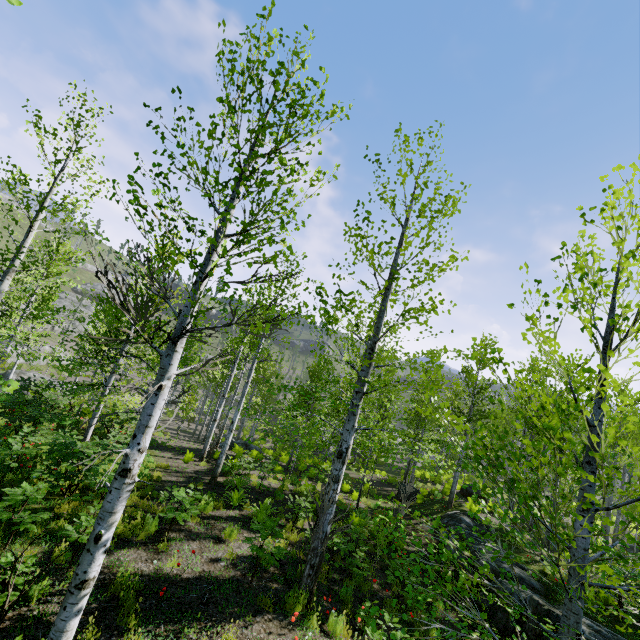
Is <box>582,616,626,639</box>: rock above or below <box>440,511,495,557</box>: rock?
above

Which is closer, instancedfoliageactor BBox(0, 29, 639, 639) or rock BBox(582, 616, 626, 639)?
instancedfoliageactor BBox(0, 29, 639, 639)

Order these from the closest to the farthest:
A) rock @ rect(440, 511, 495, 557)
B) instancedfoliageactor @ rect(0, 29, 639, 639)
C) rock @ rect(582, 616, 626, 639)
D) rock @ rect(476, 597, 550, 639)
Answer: instancedfoliageactor @ rect(0, 29, 639, 639) < rock @ rect(582, 616, 626, 639) < rock @ rect(476, 597, 550, 639) < rock @ rect(440, 511, 495, 557)

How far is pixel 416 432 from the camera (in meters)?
23.83

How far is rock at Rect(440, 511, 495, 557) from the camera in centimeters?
1137cm

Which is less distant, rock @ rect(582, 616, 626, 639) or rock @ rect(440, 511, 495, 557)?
rock @ rect(582, 616, 626, 639)

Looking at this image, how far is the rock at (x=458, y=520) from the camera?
11.4m
